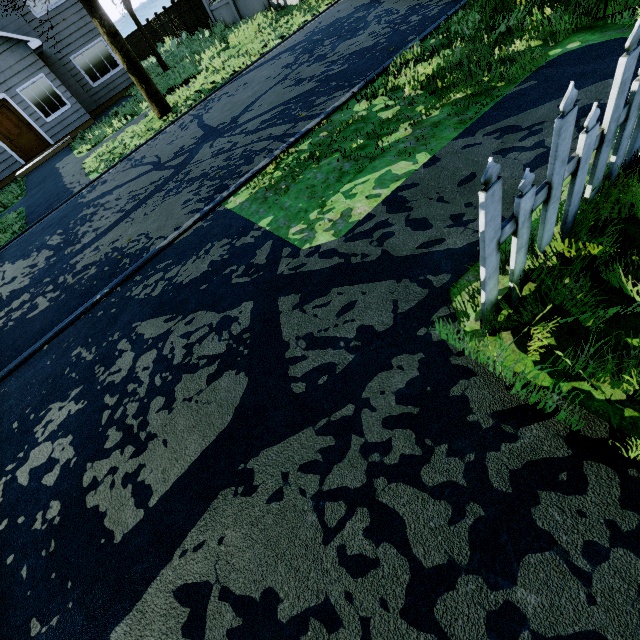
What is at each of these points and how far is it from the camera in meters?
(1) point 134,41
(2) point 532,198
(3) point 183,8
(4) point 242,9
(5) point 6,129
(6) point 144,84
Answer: (1) fence, 26.7 m
(2) fence, 1.5 m
(3) fence, 21.0 m
(4) fence, 16.7 m
(5) door, 14.4 m
(6) tree, 10.0 m

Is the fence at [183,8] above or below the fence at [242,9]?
above

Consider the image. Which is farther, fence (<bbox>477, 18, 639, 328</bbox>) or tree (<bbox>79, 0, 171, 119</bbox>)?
tree (<bbox>79, 0, 171, 119</bbox>)

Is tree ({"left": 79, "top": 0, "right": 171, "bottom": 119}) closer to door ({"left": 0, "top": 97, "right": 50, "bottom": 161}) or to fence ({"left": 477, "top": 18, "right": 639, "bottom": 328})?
fence ({"left": 477, "top": 18, "right": 639, "bottom": 328})

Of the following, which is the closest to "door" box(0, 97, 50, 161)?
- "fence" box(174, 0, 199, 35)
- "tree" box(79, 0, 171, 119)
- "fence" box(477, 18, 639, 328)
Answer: "tree" box(79, 0, 171, 119)

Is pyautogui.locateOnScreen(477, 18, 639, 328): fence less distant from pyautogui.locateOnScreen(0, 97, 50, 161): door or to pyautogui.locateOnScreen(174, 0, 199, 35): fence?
pyautogui.locateOnScreen(0, 97, 50, 161): door

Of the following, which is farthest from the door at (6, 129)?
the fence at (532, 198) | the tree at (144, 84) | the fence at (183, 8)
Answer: the fence at (532, 198)

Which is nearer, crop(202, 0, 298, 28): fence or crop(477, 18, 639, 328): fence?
crop(477, 18, 639, 328): fence
